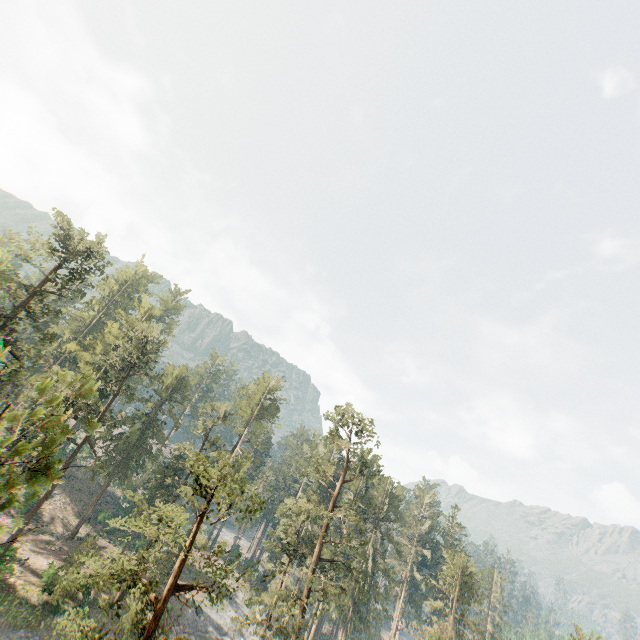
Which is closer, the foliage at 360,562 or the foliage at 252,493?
the foliage at 252,493

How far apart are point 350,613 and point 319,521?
12.88m

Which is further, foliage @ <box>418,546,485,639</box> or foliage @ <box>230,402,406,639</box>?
foliage @ <box>418,546,485,639</box>

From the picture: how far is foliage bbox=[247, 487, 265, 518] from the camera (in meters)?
14.35

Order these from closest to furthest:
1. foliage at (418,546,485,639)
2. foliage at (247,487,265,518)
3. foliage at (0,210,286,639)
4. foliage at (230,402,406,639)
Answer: foliage at (0,210,286,639), foliage at (247,487,265,518), foliage at (230,402,406,639), foliage at (418,546,485,639)
